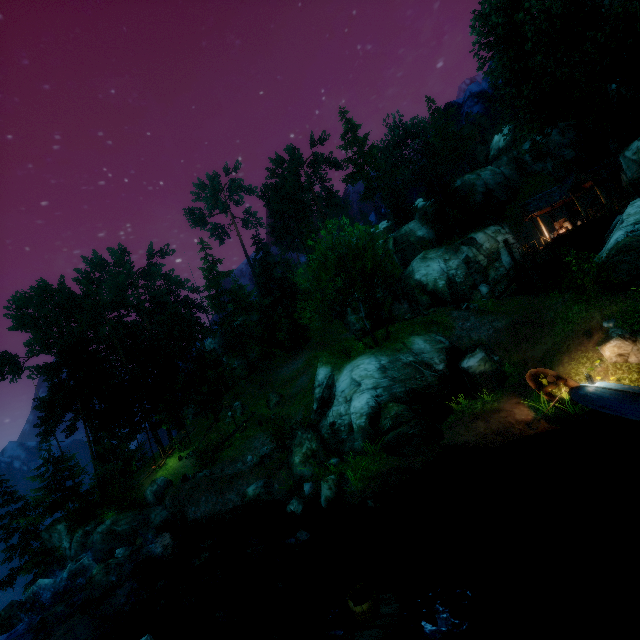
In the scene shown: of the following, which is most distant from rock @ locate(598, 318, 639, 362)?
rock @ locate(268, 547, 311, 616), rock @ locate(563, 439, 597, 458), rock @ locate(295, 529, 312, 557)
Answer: rock @ locate(268, 547, 311, 616)

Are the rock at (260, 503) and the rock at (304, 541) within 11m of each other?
yes

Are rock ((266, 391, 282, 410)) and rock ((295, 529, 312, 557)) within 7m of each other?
no

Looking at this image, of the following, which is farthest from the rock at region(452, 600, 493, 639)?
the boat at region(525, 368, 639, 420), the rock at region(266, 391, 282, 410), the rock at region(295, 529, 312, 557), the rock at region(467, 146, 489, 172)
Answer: the rock at region(467, 146, 489, 172)

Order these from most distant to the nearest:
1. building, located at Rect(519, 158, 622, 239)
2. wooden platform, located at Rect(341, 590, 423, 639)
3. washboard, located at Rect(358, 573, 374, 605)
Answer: building, located at Rect(519, 158, 622, 239) < washboard, located at Rect(358, 573, 374, 605) < wooden platform, located at Rect(341, 590, 423, 639)

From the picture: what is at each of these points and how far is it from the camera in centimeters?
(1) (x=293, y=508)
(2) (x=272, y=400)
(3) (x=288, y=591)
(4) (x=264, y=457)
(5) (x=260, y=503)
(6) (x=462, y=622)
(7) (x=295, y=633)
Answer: (1) rock, 1559cm
(2) rock, 3175cm
(3) rock, 1126cm
(4) rock, 2325cm
(5) rock, 1830cm
(6) rock, 873cm
(7) rock, 977cm

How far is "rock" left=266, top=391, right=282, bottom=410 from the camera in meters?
31.7

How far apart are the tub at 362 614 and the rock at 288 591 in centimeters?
437cm
